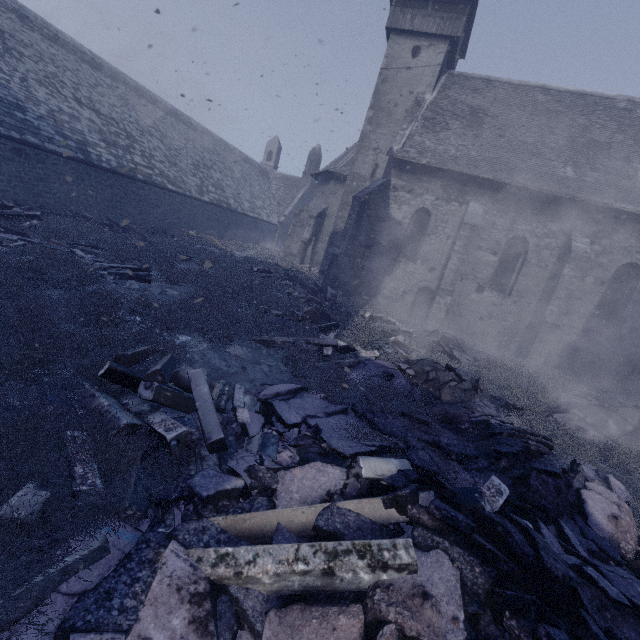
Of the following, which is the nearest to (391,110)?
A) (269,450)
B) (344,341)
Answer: (344,341)

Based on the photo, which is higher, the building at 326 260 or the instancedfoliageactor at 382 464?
the building at 326 260

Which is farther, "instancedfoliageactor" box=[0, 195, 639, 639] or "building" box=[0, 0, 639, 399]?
"building" box=[0, 0, 639, 399]

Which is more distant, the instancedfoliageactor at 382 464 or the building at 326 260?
the building at 326 260

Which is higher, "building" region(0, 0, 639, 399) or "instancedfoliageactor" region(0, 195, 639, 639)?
"building" region(0, 0, 639, 399)
